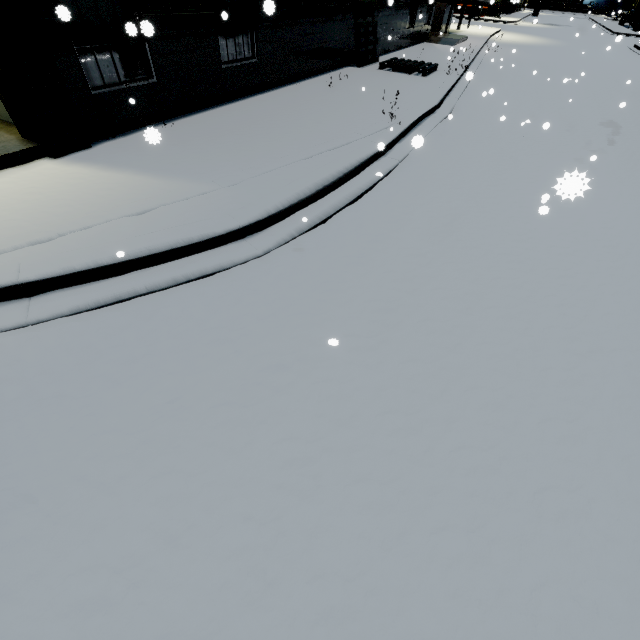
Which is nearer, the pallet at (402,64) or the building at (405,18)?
the pallet at (402,64)

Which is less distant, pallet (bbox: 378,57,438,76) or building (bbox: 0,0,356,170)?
building (bbox: 0,0,356,170)

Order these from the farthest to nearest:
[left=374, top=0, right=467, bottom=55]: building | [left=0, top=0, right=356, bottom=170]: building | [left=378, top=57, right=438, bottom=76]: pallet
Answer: [left=374, top=0, right=467, bottom=55]: building < [left=378, top=57, right=438, bottom=76]: pallet < [left=0, top=0, right=356, bottom=170]: building

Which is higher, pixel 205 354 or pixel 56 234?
pixel 56 234

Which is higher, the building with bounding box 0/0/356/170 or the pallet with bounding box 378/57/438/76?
the building with bounding box 0/0/356/170

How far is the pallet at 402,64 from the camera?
12.4m

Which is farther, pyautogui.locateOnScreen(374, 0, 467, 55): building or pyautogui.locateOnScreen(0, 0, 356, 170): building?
pyautogui.locateOnScreen(374, 0, 467, 55): building

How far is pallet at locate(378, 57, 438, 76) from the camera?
12.4 meters
